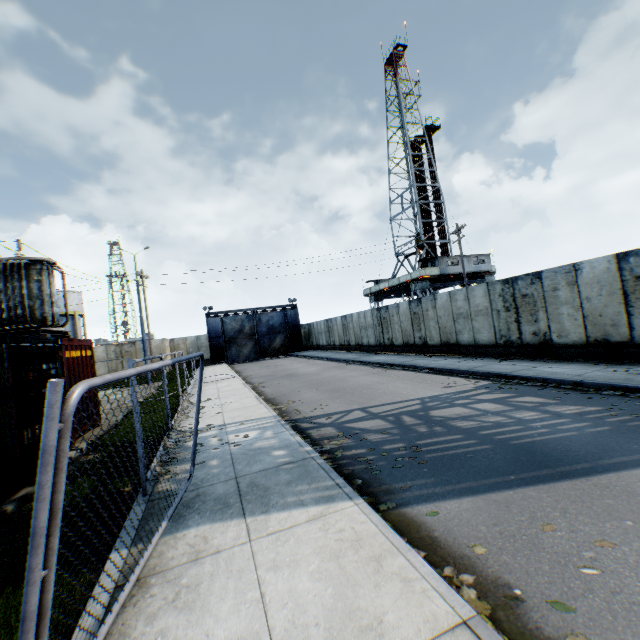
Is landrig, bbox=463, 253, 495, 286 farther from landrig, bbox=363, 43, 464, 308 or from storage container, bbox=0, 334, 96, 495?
storage container, bbox=0, 334, 96, 495

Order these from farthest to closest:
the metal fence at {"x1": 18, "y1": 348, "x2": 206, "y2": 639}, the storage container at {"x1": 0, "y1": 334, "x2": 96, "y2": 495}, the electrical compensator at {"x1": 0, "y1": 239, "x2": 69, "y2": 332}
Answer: the electrical compensator at {"x1": 0, "y1": 239, "x2": 69, "y2": 332} → the storage container at {"x1": 0, "y1": 334, "x2": 96, "y2": 495} → the metal fence at {"x1": 18, "y1": 348, "x2": 206, "y2": 639}

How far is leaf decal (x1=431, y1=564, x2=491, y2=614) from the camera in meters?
2.7

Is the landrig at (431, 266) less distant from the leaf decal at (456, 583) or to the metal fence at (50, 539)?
the metal fence at (50, 539)

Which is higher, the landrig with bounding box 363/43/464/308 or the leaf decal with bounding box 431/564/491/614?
the landrig with bounding box 363/43/464/308

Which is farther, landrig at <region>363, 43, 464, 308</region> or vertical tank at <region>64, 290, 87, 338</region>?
vertical tank at <region>64, 290, 87, 338</region>

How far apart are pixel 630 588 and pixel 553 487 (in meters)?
1.65

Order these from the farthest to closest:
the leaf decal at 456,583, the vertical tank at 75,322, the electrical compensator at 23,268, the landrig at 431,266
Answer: the vertical tank at 75,322, the landrig at 431,266, the electrical compensator at 23,268, the leaf decal at 456,583
